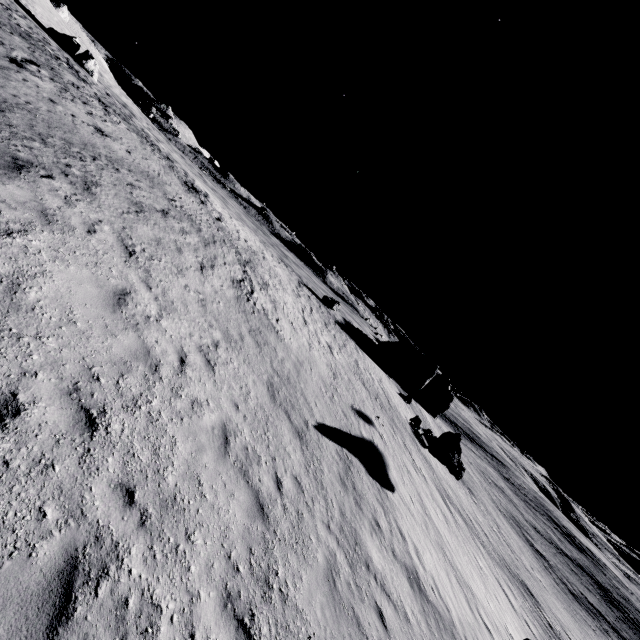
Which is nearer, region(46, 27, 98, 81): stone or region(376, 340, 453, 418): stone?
region(46, 27, 98, 81): stone

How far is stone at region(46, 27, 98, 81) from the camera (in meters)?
36.94

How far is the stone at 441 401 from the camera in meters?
50.5 m

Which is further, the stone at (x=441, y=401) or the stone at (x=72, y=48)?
the stone at (x=441, y=401)

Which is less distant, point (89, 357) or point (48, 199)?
point (89, 357)

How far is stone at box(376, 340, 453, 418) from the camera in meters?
50.5 m
